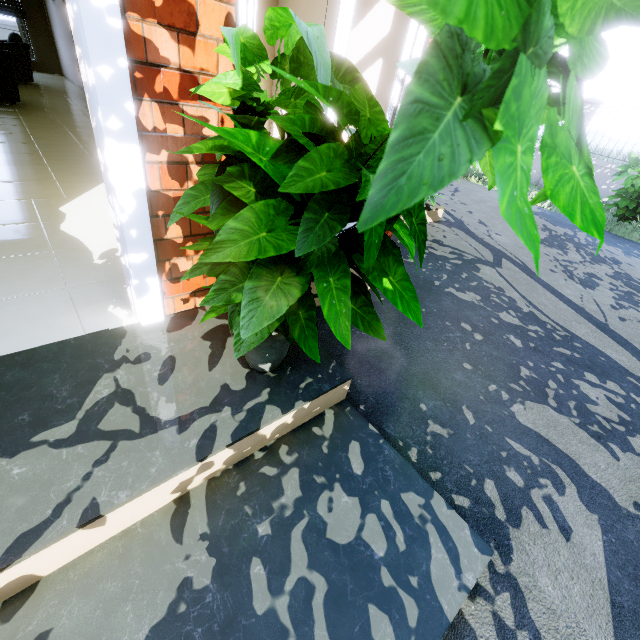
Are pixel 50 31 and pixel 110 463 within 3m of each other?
no

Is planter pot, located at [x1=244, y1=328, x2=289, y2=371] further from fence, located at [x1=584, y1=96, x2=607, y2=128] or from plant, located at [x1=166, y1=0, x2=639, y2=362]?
fence, located at [x1=584, y1=96, x2=607, y2=128]

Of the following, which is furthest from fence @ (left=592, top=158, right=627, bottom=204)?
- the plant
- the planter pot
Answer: the planter pot

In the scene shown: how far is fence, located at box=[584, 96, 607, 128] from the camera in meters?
9.0

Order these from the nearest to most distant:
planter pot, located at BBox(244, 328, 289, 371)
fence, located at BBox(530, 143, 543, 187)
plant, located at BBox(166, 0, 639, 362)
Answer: plant, located at BBox(166, 0, 639, 362)
planter pot, located at BBox(244, 328, 289, 371)
fence, located at BBox(530, 143, 543, 187)

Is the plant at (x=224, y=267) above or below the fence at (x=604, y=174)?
above

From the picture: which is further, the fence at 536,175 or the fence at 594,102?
the fence at 536,175
